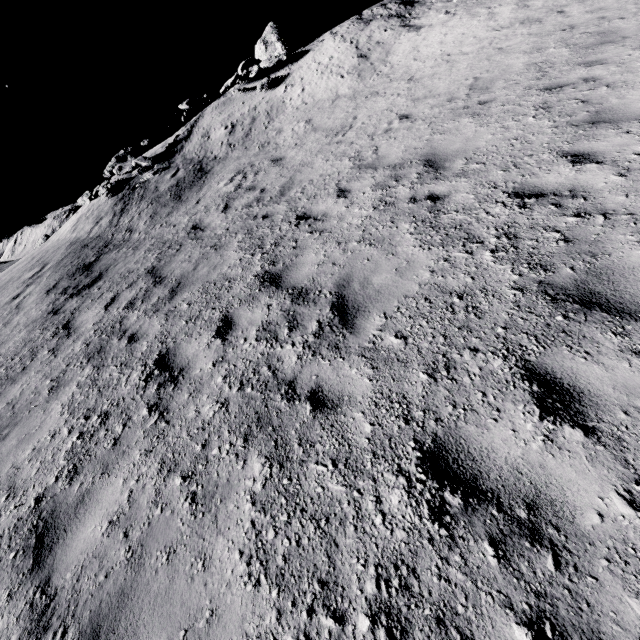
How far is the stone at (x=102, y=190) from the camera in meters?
15.7

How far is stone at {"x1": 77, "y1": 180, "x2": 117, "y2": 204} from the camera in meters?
15.7

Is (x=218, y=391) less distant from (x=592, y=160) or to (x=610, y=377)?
(x=610, y=377)

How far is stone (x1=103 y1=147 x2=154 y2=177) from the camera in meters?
16.1 m

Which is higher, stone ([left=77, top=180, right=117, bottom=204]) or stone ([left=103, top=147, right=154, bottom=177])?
stone ([left=103, top=147, right=154, bottom=177])

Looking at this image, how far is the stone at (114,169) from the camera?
16.09m
